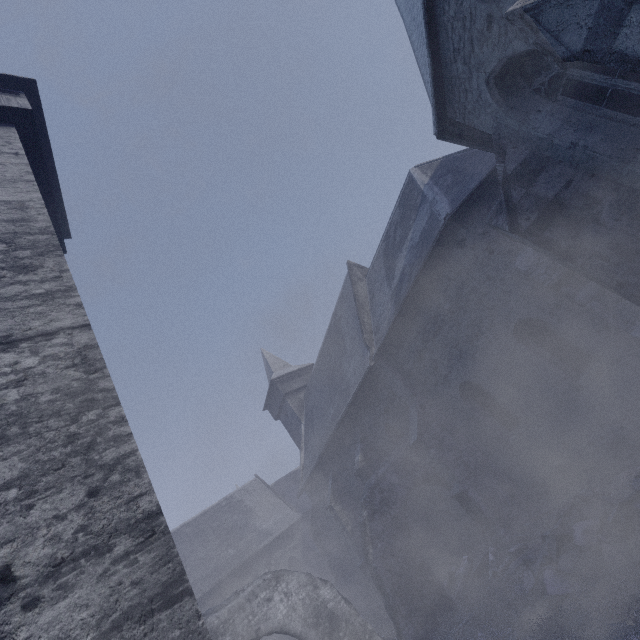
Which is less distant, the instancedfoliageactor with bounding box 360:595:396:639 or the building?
the building

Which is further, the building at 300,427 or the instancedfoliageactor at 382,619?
the instancedfoliageactor at 382,619

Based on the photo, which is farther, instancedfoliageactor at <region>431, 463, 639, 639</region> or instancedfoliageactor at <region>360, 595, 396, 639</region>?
instancedfoliageactor at <region>360, 595, 396, 639</region>

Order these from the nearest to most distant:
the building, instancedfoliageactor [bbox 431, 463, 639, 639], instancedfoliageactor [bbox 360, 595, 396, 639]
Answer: the building < instancedfoliageactor [bbox 431, 463, 639, 639] < instancedfoliageactor [bbox 360, 595, 396, 639]

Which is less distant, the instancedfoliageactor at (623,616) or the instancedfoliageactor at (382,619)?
the instancedfoliageactor at (623,616)

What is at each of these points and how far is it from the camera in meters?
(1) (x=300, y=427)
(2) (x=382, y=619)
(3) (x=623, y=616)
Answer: (1) building, 25.1 m
(2) instancedfoliageactor, 13.0 m
(3) instancedfoliageactor, 4.2 m

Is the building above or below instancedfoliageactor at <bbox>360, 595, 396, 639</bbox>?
above
